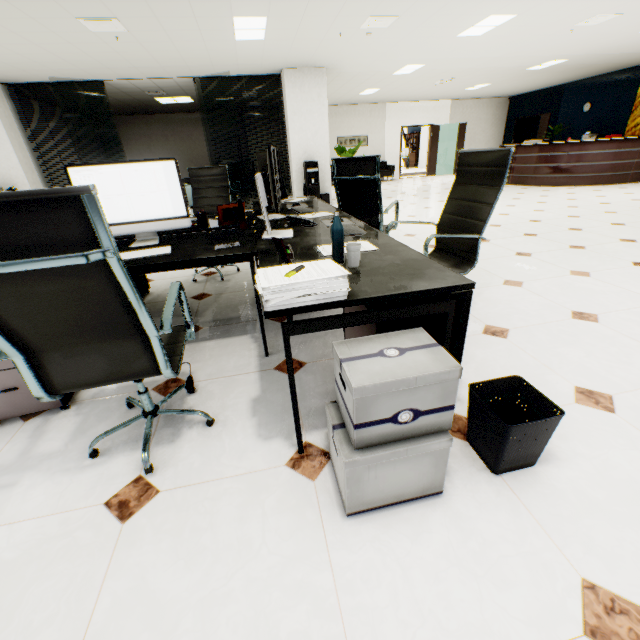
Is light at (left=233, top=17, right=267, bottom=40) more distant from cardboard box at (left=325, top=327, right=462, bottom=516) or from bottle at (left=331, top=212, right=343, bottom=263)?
cardboard box at (left=325, top=327, right=462, bottom=516)

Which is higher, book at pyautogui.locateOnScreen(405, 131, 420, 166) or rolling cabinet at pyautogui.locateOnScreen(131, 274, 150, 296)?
book at pyautogui.locateOnScreen(405, 131, 420, 166)

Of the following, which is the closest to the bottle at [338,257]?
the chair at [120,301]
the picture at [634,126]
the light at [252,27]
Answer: the chair at [120,301]

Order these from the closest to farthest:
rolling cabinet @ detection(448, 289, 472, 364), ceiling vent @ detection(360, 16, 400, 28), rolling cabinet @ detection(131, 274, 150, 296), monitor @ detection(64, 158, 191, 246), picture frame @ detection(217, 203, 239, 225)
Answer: rolling cabinet @ detection(448, 289, 472, 364), monitor @ detection(64, 158, 191, 246), picture frame @ detection(217, 203, 239, 225), rolling cabinet @ detection(131, 274, 150, 296), ceiling vent @ detection(360, 16, 400, 28)

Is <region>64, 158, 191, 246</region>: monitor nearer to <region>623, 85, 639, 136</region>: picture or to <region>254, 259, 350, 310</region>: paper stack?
<region>254, 259, 350, 310</region>: paper stack

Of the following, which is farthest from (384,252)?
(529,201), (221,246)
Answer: (529,201)

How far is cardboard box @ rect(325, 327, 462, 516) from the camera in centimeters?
102cm

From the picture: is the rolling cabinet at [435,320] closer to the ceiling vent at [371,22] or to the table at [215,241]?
the table at [215,241]
